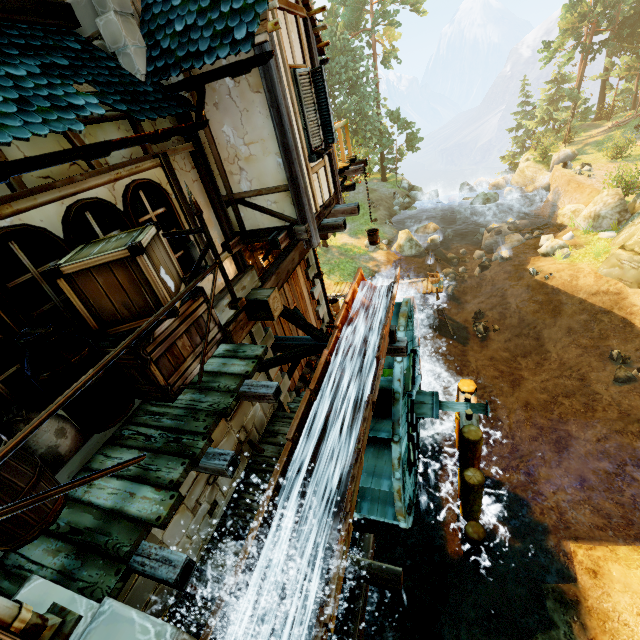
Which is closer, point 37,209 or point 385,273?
point 37,209

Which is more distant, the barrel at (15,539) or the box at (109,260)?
the box at (109,260)

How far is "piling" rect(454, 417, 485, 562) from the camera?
8.4 meters

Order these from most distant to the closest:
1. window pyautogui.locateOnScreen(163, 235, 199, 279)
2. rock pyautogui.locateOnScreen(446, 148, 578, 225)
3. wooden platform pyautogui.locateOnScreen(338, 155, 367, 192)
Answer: rock pyautogui.locateOnScreen(446, 148, 578, 225) < wooden platform pyautogui.locateOnScreen(338, 155, 367, 192) < window pyautogui.locateOnScreen(163, 235, 199, 279)

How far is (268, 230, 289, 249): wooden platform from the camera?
5.5m

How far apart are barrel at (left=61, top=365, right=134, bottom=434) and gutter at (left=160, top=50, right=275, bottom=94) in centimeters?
372cm

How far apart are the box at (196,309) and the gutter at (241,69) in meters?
2.3

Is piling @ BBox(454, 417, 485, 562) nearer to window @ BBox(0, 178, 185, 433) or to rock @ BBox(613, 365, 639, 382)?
window @ BBox(0, 178, 185, 433)
